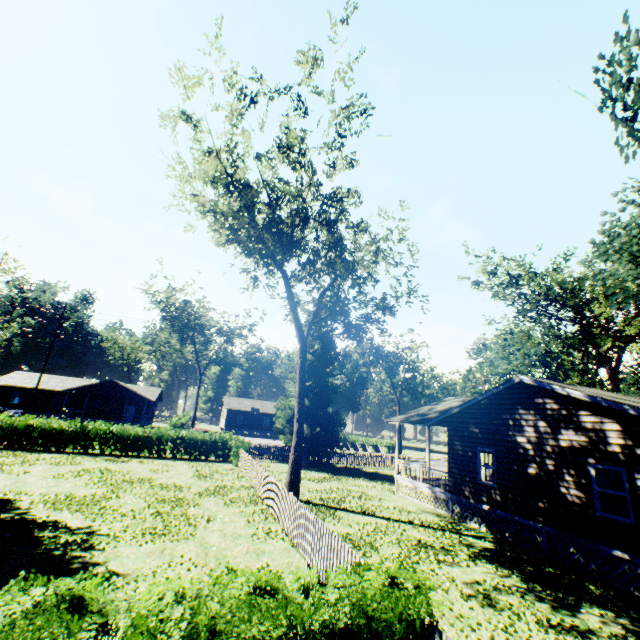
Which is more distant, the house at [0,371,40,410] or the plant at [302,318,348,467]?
the house at [0,371,40,410]

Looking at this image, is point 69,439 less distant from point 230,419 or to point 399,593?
point 399,593

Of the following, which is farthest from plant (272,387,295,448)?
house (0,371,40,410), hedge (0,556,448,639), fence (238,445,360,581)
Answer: house (0,371,40,410)

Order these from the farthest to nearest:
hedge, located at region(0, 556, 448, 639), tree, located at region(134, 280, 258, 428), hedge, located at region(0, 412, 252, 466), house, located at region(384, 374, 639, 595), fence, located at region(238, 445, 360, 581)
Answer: tree, located at region(134, 280, 258, 428), hedge, located at region(0, 412, 252, 466), house, located at region(384, 374, 639, 595), fence, located at region(238, 445, 360, 581), hedge, located at region(0, 556, 448, 639)

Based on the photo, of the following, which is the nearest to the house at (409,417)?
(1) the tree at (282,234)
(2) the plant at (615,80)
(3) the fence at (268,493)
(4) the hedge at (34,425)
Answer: (2) the plant at (615,80)

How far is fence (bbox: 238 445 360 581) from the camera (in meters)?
7.78

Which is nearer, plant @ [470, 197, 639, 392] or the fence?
the fence

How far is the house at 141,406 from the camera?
45.72m
